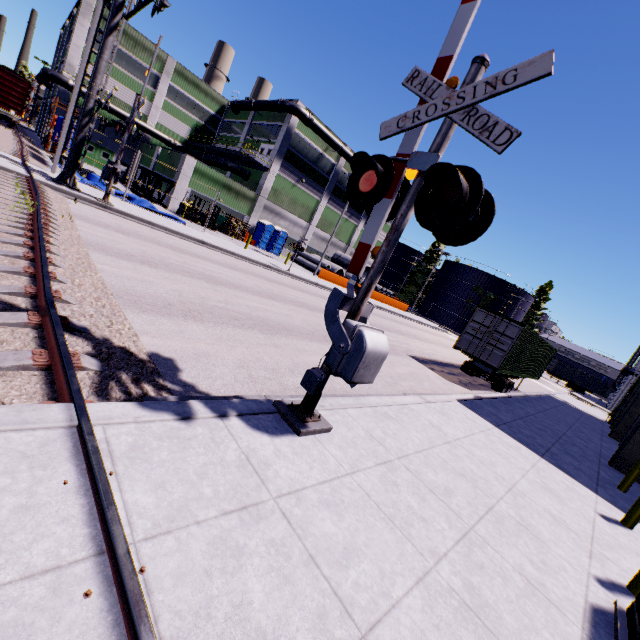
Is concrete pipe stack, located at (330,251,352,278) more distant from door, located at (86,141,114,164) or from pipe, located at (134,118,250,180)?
door, located at (86,141,114,164)

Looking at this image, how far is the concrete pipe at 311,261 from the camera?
37.5m

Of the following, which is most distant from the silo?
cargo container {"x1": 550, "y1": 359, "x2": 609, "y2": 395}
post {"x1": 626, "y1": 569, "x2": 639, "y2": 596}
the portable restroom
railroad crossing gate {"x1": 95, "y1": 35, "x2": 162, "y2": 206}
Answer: post {"x1": 626, "y1": 569, "x2": 639, "y2": 596}

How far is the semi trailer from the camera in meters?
16.5 m

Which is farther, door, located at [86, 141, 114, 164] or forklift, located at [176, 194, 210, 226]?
door, located at [86, 141, 114, 164]

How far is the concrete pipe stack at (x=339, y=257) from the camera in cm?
4028

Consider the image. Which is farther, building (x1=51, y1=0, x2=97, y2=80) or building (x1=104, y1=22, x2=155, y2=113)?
building (x1=104, y1=22, x2=155, y2=113)

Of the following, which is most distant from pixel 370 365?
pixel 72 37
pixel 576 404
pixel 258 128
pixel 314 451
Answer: pixel 72 37
